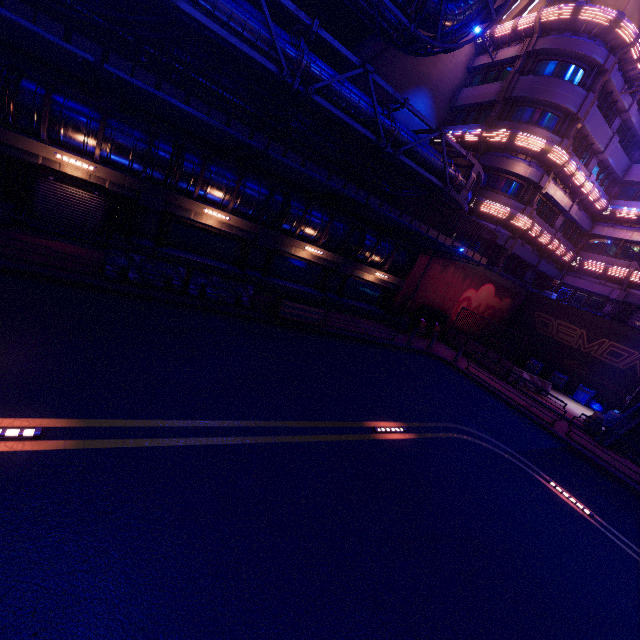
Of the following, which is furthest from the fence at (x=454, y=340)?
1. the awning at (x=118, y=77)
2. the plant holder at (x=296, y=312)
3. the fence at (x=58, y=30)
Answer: the awning at (x=118, y=77)

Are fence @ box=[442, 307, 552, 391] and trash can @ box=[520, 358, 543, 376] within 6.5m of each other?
yes

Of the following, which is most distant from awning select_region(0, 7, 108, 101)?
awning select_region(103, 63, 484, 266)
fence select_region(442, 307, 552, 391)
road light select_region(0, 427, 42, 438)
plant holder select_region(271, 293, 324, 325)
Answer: fence select_region(442, 307, 552, 391)

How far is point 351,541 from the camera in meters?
5.1 m

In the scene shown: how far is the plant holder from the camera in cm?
1345

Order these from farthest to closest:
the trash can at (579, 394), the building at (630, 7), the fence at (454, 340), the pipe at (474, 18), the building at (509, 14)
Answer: the building at (509, 14) < the trash can at (579, 394) < the building at (630, 7) < the fence at (454, 340) < the pipe at (474, 18)

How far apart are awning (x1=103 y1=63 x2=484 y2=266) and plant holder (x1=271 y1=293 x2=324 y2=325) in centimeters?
447cm

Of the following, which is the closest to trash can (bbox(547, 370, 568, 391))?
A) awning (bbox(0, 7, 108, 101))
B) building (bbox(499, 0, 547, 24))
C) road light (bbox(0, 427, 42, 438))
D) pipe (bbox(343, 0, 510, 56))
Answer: pipe (bbox(343, 0, 510, 56))
